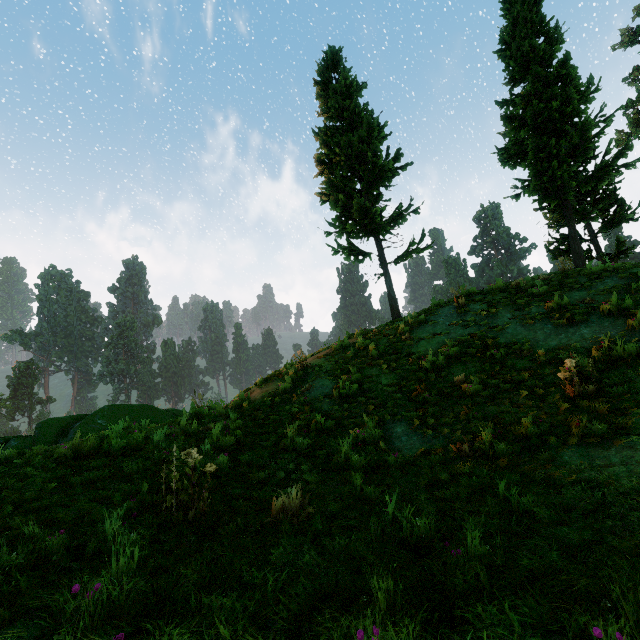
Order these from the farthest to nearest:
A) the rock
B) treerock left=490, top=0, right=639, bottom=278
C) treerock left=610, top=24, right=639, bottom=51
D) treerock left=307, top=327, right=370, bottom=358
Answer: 1. treerock left=610, top=24, right=639, bottom=51
2. treerock left=490, top=0, right=639, bottom=278
3. treerock left=307, top=327, right=370, bottom=358
4. the rock

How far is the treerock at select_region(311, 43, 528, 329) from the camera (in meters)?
15.06

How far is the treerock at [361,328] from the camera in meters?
12.7 m

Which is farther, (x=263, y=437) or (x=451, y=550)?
(x=263, y=437)

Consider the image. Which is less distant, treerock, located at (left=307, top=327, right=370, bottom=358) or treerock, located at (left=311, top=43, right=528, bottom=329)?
treerock, located at (left=307, top=327, right=370, bottom=358)

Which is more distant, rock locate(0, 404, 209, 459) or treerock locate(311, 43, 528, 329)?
treerock locate(311, 43, 528, 329)
